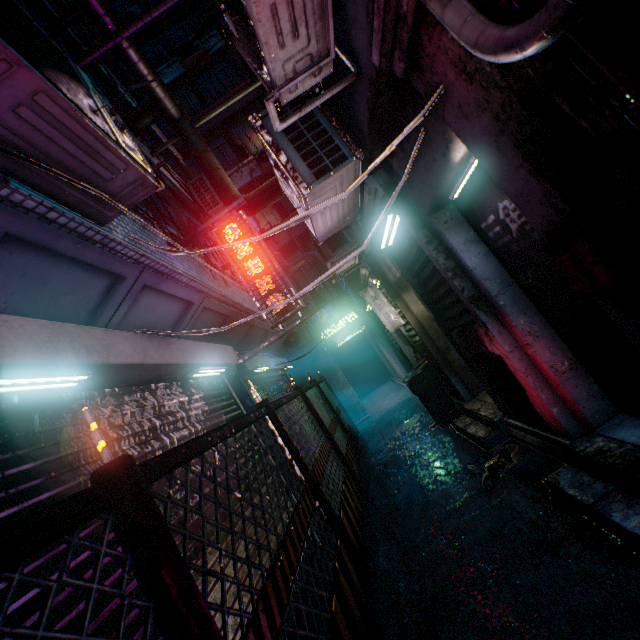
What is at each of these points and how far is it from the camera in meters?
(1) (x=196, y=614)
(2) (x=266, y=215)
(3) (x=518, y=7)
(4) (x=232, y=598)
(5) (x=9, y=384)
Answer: (1) fence post, 1.1
(2) window, 12.5
(3) building, 1.0
(4) rolling door, 2.3
(5) fluorescent light, 1.5

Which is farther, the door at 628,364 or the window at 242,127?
the window at 242,127

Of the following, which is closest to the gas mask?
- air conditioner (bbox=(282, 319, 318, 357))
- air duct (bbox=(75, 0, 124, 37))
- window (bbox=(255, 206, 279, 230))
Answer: air duct (bbox=(75, 0, 124, 37))

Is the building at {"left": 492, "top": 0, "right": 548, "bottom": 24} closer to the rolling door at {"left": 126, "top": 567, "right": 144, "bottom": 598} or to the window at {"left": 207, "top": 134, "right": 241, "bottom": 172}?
the rolling door at {"left": 126, "top": 567, "right": 144, "bottom": 598}

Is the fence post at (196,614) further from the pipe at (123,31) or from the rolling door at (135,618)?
the pipe at (123,31)

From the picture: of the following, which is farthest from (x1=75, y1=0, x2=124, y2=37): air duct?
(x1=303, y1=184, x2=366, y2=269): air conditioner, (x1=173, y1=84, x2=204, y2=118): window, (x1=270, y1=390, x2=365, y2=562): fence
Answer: (x1=173, y1=84, x2=204, y2=118): window

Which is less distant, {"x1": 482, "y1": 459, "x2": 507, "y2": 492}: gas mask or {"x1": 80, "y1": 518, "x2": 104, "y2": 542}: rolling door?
{"x1": 80, "y1": 518, "x2": 104, "y2": 542}: rolling door

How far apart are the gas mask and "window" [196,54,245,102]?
15.73m
